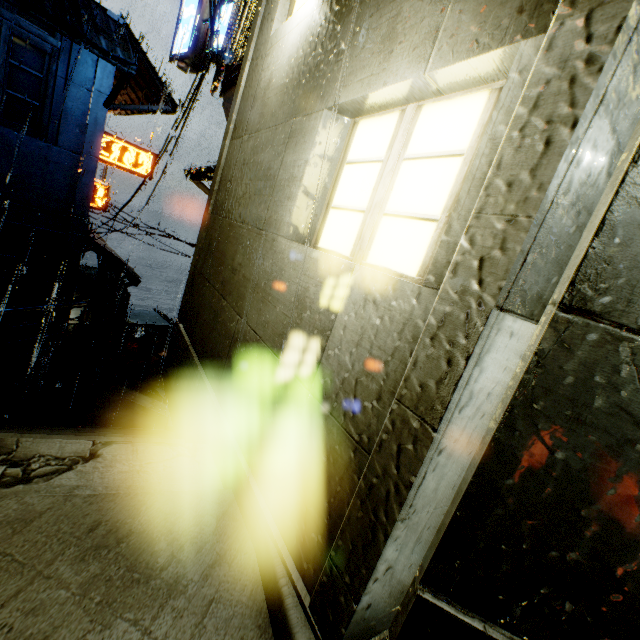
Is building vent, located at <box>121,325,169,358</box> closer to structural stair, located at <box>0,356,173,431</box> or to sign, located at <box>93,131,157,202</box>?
structural stair, located at <box>0,356,173,431</box>

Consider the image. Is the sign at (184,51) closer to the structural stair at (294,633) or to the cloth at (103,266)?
the structural stair at (294,633)

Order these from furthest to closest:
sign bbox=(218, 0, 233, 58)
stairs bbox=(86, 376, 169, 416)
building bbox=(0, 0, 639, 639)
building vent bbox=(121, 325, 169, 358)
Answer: building vent bbox=(121, 325, 169, 358), stairs bbox=(86, 376, 169, 416), sign bbox=(218, 0, 233, 58), building bbox=(0, 0, 639, 639)

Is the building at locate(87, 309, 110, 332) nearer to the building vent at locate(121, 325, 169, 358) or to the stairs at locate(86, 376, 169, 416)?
the stairs at locate(86, 376, 169, 416)

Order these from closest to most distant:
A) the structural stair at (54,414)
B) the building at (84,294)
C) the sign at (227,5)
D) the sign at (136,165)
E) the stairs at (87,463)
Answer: the building at (84,294) < the stairs at (87,463) < the structural stair at (54,414) < the sign at (227,5) < the sign at (136,165)

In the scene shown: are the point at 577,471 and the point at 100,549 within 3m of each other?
yes

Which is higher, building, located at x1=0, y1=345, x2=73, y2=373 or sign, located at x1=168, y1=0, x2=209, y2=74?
sign, located at x1=168, y1=0, x2=209, y2=74

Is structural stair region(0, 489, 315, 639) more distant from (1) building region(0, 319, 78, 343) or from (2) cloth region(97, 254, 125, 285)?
(2) cloth region(97, 254, 125, 285)
